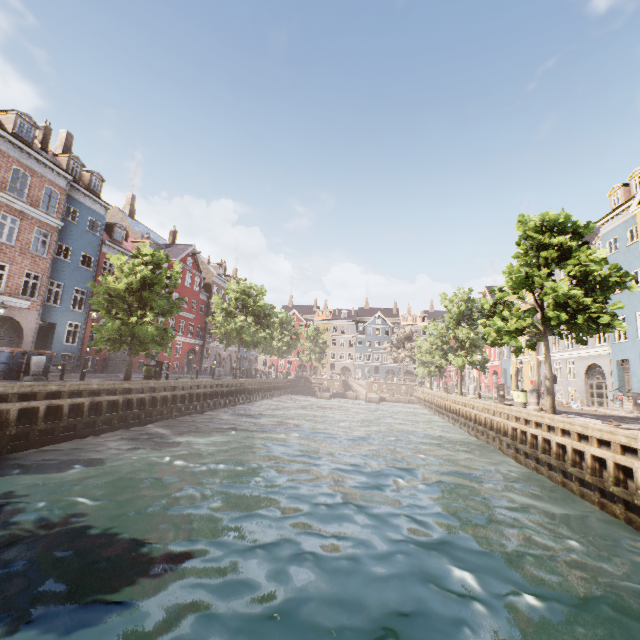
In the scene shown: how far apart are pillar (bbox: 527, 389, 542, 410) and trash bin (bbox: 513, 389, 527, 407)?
2.44m

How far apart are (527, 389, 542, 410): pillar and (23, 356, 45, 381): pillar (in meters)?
22.31

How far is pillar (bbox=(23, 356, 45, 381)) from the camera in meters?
13.2 m

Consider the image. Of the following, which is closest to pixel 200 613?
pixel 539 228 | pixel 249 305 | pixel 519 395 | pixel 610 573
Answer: pixel 610 573

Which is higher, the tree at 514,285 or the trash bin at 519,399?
the tree at 514,285

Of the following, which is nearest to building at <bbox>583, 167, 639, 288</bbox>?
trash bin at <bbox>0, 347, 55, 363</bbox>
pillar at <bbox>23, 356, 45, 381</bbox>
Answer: trash bin at <bbox>0, 347, 55, 363</bbox>

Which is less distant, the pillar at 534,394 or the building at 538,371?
the pillar at 534,394

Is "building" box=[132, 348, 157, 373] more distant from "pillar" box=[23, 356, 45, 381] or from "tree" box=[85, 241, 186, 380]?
"pillar" box=[23, 356, 45, 381]
